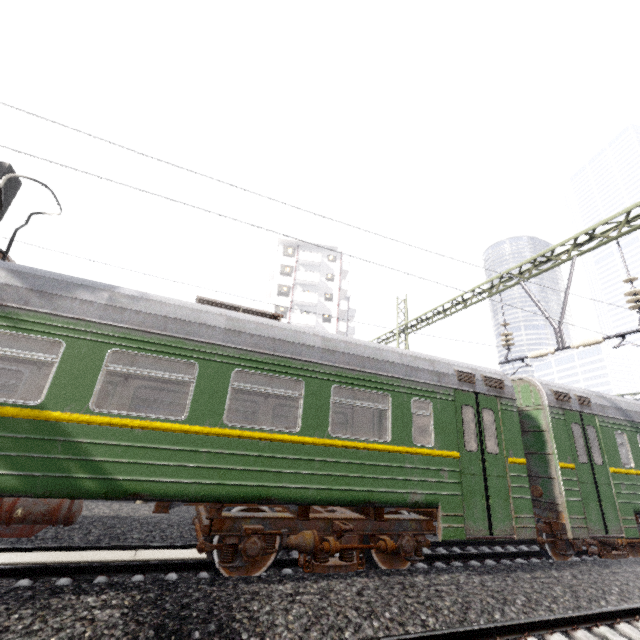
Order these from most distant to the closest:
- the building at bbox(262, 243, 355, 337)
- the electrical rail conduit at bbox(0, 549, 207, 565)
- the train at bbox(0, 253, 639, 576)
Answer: the building at bbox(262, 243, 355, 337), the electrical rail conduit at bbox(0, 549, 207, 565), the train at bbox(0, 253, 639, 576)

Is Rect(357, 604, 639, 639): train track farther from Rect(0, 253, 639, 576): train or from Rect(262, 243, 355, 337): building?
Rect(262, 243, 355, 337): building

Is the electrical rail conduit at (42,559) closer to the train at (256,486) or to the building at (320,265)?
the train at (256,486)

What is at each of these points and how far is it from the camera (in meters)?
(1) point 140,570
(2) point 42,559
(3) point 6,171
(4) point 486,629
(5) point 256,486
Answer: (1) train track, 5.29
(2) electrical rail conduit, 5.18
(3) traffic signal, 5.03
(4) train track, 4.18
(5) train, 5.01

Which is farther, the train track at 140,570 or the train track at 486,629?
the train track at 140,570

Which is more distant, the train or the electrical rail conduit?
the electrical rail conduit

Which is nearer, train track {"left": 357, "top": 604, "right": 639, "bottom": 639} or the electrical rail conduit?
train track {"left": 357, "top": 604, "right": 639, "bottom": 639}

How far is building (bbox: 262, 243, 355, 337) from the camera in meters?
40.2 m
